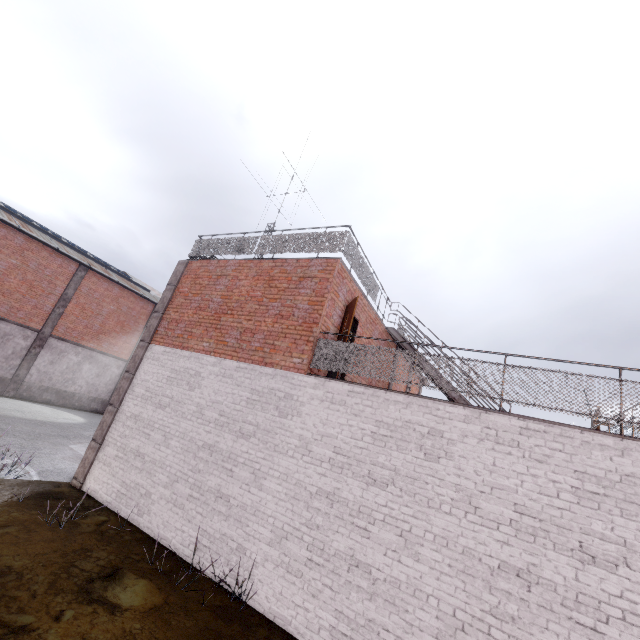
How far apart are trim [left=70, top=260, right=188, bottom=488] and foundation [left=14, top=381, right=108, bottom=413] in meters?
15.2

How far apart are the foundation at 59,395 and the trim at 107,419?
15.2 meters

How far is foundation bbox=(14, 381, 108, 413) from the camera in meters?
Result: 19.5 m

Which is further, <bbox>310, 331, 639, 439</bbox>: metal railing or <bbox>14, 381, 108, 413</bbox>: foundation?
<bbox>14, 381, 108, 413</bbox>: foundation

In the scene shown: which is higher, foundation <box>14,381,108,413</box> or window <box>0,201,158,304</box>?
window <box>0,201,158,304</box>

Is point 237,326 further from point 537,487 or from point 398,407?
point 537,487

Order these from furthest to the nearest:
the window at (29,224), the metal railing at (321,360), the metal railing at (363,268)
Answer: the window at (29,224)
the metal railing at (363,268)
the metal railing at (321,360)

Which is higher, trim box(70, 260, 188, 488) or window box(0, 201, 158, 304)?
window box(0, 201, 158, 304)
